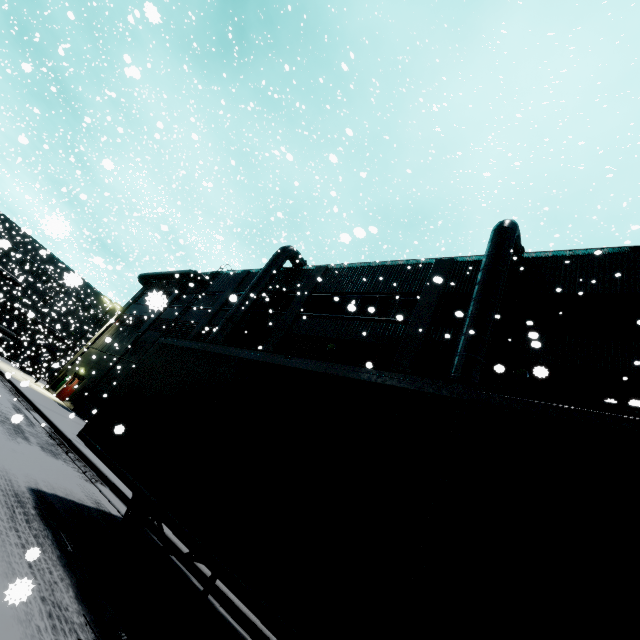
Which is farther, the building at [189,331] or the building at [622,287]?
the building at [189,331]

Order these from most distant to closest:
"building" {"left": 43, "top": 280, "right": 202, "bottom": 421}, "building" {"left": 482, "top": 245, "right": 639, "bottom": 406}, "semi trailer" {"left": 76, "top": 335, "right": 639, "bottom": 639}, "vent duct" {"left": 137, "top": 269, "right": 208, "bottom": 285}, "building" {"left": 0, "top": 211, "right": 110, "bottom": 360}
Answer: "building" {"left": 0, "top": 211, "right": 110, "bottom": 360}
"vent duct" {"left": 137, "top": 269, "right": 208, "bottom": 285}
"building" {"left": 43, "top": 280, "right": 202, "bottom": 421}
"building" {"left": 482, "top": 245, "right": 639, "bottom": 406}
"semi trailer" {"left": 76, "top": 335, "right": 639, "bottom": 639}

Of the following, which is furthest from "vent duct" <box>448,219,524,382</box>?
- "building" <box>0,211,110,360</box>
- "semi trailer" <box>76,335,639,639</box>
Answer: "semi trailer" <box>76,335,639,639</box>

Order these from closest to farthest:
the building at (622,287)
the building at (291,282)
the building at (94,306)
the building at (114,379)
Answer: the building at (622,287)
the building at (291,282)
the building at (114,379)
the building at (94,306)

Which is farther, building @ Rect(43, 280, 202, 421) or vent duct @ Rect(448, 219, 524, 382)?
building @ Rect(43, 280, 202, 421)

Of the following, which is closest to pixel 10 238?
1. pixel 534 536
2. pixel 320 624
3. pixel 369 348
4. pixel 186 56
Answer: pixel 186 56
